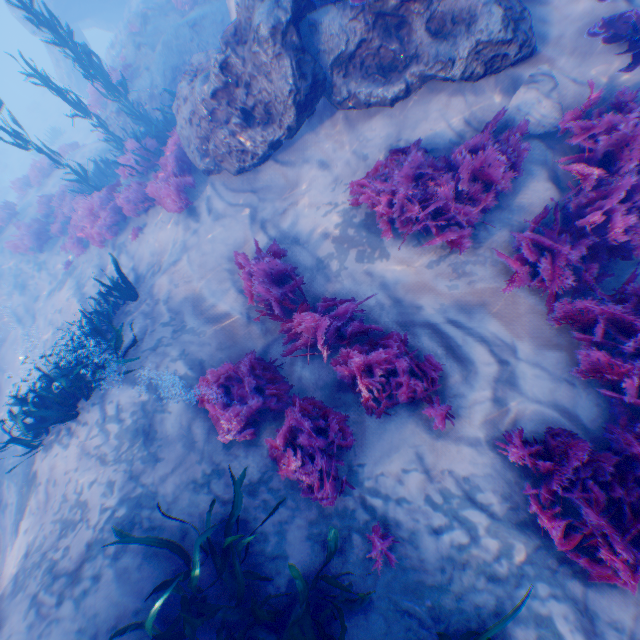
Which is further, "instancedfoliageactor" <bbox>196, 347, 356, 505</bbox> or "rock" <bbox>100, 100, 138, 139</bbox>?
"rock" <bbox>100, 100, 138, 139</bbox>

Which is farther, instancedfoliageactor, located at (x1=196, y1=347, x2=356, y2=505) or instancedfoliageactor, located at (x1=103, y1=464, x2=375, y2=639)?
instancedfoliageactor, located at (x1=196, y1=347, x2=356, y2=505)

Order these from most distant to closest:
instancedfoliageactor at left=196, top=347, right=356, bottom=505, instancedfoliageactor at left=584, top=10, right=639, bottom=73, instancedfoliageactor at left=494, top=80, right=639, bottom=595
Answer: instancedfoliageactor at left=584, top=10, right=639, bottom=73 < instancedfoliageactor at left=196, top=347, right=356, bottom=505 < instancedfoliageactor at left=494, top=80, right=639, bottom=595

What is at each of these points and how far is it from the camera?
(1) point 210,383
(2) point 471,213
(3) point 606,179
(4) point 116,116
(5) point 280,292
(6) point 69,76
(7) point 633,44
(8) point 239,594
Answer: (1) instancedfoliageactor, 5.0 meters
(2) instancedfoliageactor, 4.6 meters
(3) instancedfoliageactor, 4.2 meters
(4) rock, 13.1 meters
(5) instancedfoliageactor, 5.6 meters
(6) rock, 21.8 meters
(7) instancedfoliageactor, 4.5 meters
(8) instancedfoliageactor, 3.3 meters

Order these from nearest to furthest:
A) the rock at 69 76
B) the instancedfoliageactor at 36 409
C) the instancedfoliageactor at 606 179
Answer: the instancedfoliageactor at 606 179 → the instancedfoliageactor at 36 409 → the rock at 69 76

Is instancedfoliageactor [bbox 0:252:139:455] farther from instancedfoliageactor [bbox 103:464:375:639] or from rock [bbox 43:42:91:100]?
rock [bbox 43:42:91:100]

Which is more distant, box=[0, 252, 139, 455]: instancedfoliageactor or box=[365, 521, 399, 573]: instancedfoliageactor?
box=[0, 252, 139, 455]: instancedfoliageactor

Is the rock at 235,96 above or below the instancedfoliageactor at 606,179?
above
